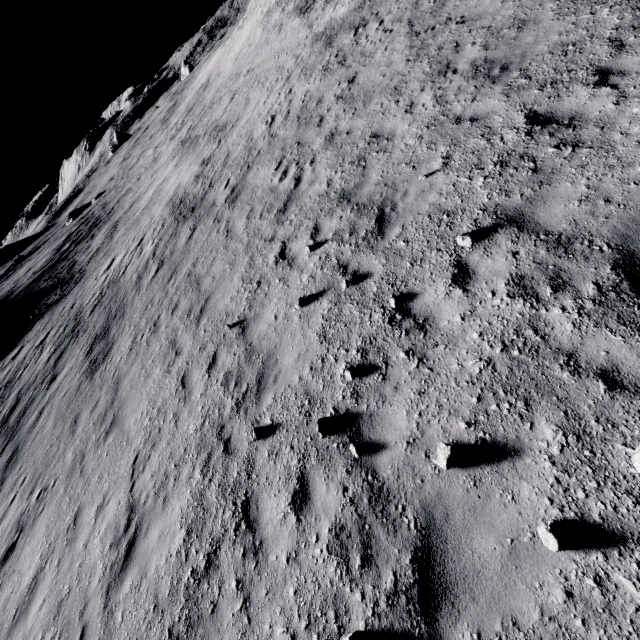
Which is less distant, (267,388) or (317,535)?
(317,535)
